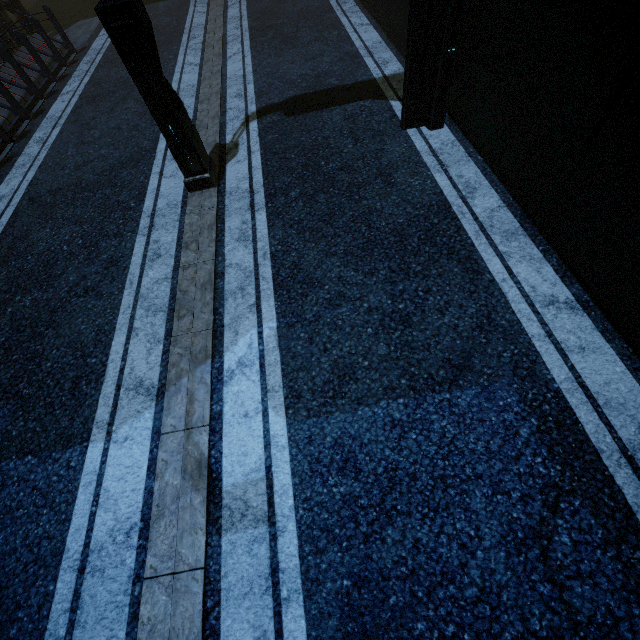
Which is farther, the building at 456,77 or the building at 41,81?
the building at 41,81

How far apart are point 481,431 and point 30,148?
11.09m

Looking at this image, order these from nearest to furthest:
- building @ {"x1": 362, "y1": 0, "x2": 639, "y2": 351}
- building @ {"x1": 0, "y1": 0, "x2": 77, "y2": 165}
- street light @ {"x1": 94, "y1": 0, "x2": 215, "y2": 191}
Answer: A: building @ {"x1": 362, "y1": 0, "x2": 639, "y2": 351} → street light @ {"x1": 94, "y1": 0, "x2": 215, "y2": 191} → building @ {"x1": 0, "y1": 0, "x2": 77, "y2": 165}

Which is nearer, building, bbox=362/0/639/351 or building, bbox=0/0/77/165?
building, bbox=362/0/639/351

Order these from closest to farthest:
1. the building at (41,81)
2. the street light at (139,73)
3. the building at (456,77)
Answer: the building at (456,77), the street light at (139,73), the building at (41,81)

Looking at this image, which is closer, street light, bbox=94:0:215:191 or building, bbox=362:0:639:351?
building, bbox=362:0:639:351
